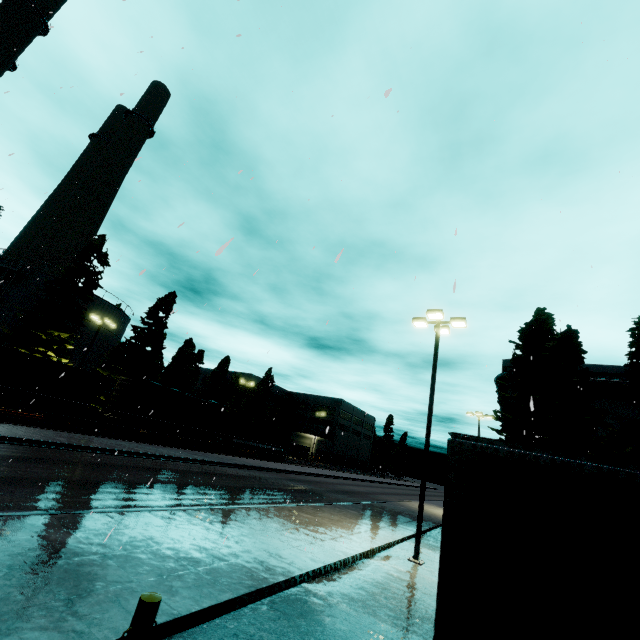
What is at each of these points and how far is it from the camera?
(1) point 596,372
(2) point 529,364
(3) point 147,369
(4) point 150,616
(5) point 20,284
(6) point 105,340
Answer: (1) building, 29.78m
(2) tree, 22.05m
(3) tree, 59.91m
(4) post, 3.05m
(5) silo, 33.69m
(6) silo, 40.47m

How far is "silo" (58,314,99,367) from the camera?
36.34m

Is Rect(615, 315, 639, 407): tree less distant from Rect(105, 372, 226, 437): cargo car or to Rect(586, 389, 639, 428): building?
Rect(586, 389, 639, 428): building

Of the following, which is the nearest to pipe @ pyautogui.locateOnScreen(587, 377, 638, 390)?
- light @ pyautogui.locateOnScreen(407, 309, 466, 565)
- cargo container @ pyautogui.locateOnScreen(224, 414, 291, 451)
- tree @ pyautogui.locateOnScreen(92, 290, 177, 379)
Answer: light @ pyautogui.locateOnScreen(407, 309, 466, 565)

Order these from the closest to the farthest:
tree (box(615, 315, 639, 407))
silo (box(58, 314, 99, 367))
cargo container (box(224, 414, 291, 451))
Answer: tree (box(615, 315, 639, 407)), silo (box(58, 314, 99, 367)), cargo container (box(224, 414, 291, 451))

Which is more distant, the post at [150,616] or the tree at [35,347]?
the tree at [35,347]

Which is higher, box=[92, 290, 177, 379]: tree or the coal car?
box=[92, 290, 177, 379]: tree

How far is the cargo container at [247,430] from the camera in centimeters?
3806cm
